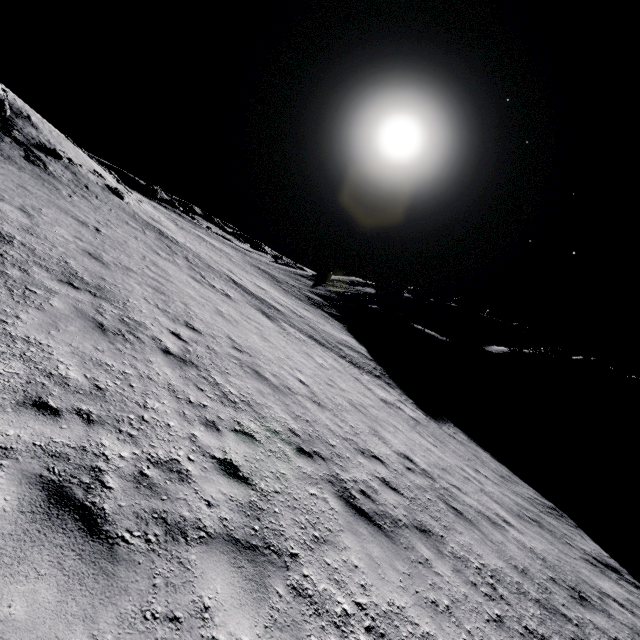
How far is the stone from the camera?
52.0 meters

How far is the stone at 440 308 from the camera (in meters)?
51.97

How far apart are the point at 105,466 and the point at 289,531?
2.30m
